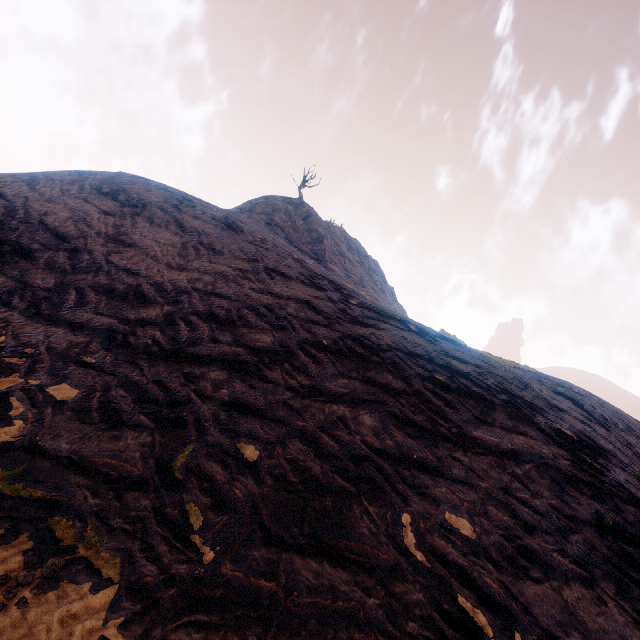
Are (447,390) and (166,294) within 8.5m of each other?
yes
